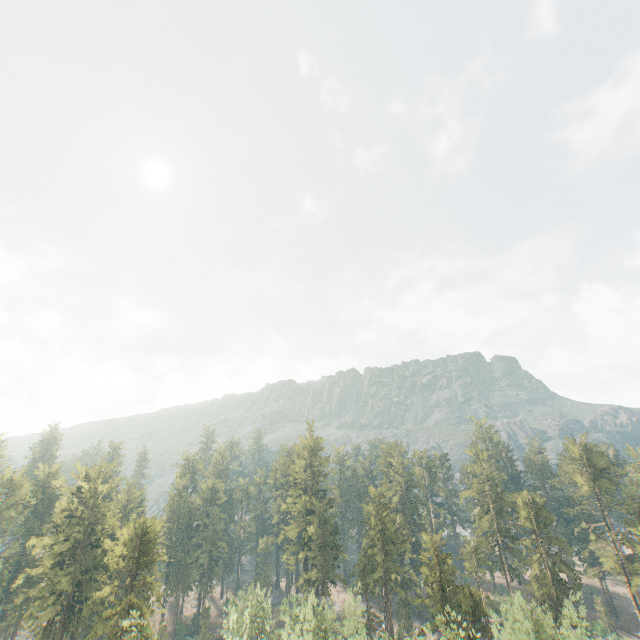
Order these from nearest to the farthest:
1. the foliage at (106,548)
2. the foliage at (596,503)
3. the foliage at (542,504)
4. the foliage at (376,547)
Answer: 1. the foliage at (542,504)
2. the foliage at (376,547)
3. the foliage at (106,548)
4. the foliage at (596,503)

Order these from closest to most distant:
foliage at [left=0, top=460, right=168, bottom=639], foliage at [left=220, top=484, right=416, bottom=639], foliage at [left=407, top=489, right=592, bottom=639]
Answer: foliage at [left=407, top=489, right=592, bottom=639]
foliage at [left=220, top=484, right=416, bottom=639]
foliage at [left=0, top=460, right=168, bottom=639]

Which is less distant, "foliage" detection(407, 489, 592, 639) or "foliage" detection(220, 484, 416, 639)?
"foliage" detection(407, 489, 592, 639)

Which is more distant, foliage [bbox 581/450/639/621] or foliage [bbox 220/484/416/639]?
foliage [bbox 581/450/639/621]

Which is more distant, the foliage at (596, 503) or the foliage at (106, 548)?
the foliage at (596, 503)

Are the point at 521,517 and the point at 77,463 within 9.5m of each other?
no
